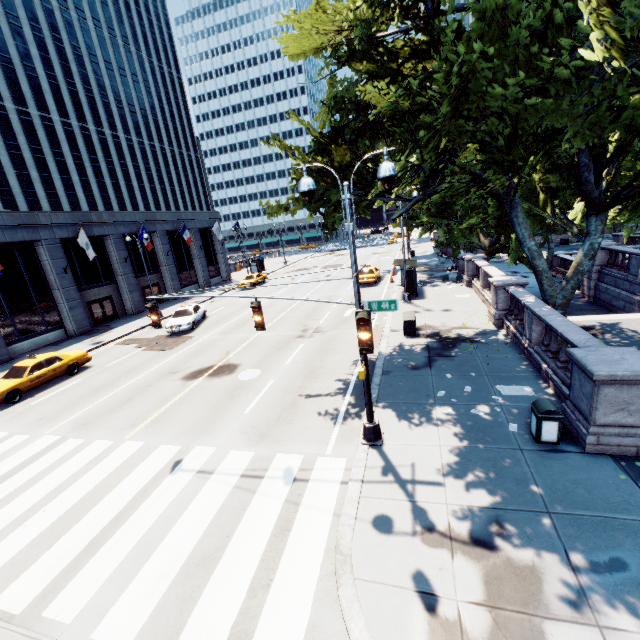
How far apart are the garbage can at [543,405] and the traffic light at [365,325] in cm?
497

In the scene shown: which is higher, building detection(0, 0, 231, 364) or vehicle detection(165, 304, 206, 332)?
building detection(0, 0, 231, 364)

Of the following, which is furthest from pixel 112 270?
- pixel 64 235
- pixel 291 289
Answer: pixel 291 289

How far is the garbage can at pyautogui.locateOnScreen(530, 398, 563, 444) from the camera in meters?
7.8 m

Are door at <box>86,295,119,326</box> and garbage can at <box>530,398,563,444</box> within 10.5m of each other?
no

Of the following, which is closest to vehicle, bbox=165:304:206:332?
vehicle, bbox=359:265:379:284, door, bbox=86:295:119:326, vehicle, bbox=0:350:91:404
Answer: vehicle, bbox=0:350:91:404

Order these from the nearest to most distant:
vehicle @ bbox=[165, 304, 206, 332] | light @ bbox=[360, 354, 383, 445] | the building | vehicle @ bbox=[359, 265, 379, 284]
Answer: light @ bbox=[360, 354, 383, 445] → vehicle @ bbox=[165, 304, 206, 332] → the building → vehicle @ bbox=[359, 265, 379, 284]

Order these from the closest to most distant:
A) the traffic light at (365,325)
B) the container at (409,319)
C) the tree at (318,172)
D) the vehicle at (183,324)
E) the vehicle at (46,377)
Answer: the traffic light at (365,325), the tree at (318,172), the vehicle at (46,377), the container at (409,319), the vehicle at (183,324)
